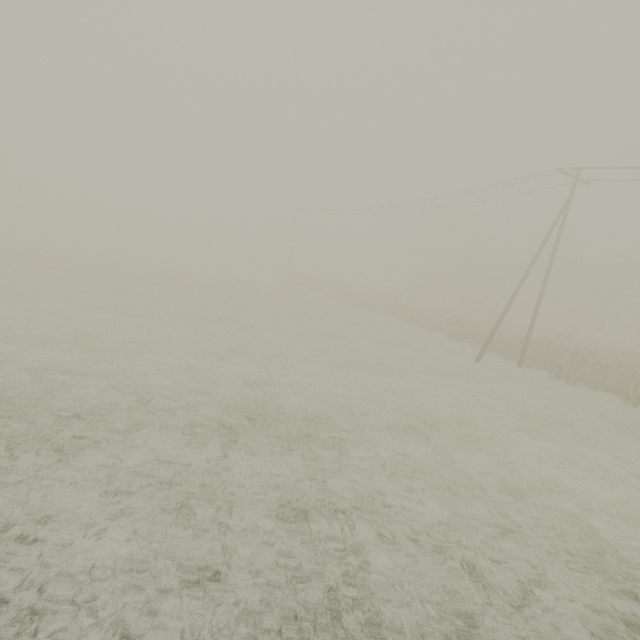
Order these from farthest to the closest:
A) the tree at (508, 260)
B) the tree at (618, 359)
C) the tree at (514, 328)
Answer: the tree at (508, 260)
the tree at (514, 328)
the tree at (618, 359)

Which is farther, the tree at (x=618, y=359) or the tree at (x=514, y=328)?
the tree at (x=514, y=328)

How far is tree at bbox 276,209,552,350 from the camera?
30.3 meters

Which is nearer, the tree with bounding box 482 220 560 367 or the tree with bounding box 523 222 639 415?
the tree with bounding box 523 222 639 415

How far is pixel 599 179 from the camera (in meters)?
19.31

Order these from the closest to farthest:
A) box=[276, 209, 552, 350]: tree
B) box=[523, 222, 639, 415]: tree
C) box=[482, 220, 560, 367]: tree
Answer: box=[523, 222, 639, 415]: tree < box=[482, 220, 560, 367]: tree < box=[276, 209, 552, 350]: tree
